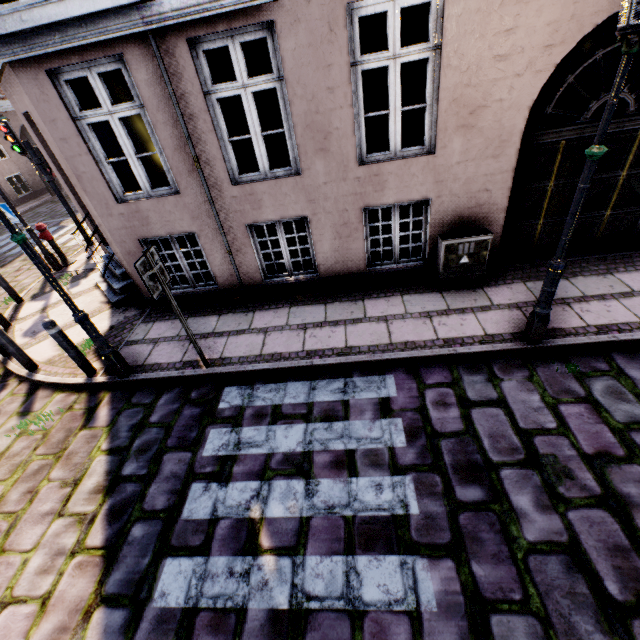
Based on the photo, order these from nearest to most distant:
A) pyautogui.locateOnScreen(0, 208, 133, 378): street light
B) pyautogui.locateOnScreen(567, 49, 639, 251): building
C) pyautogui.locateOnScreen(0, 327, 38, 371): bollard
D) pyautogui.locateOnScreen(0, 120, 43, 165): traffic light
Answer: pyautogui.locateOnScreen(0, 208, 133, 378): street light, pyautogui.locateOnScreen(567, 49, 639, 251): building, pyautogui.locateOnScreen(0, 327, 38, 371): bollard, pyautogui.locateOnScreen(0, 120, 43, 165): traffic light

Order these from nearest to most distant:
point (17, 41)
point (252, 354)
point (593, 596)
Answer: point (593, 596)
point (17, 41)
point (252, 354)

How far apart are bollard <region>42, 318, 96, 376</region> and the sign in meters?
2.0

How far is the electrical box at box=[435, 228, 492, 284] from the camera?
5.1 meters

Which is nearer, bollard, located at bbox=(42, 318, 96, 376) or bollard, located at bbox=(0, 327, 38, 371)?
bollard, located at bbox=(42, 318, 96, 376)

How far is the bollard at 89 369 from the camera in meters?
4.6 m

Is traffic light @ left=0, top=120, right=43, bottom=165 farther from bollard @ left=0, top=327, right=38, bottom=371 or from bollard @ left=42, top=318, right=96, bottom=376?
bollard @ left=42, top=318, right=96, bottom=376

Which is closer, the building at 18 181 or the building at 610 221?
the building at 610 221
